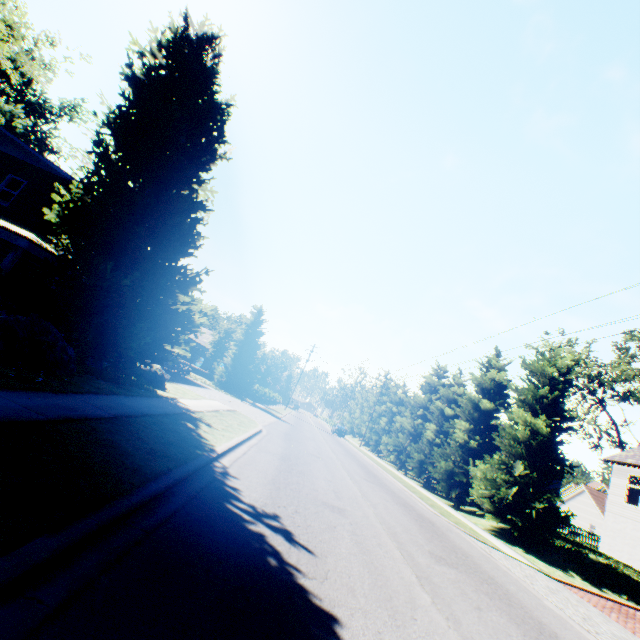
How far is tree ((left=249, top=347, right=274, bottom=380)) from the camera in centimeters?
4016cm

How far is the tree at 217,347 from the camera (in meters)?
40.41

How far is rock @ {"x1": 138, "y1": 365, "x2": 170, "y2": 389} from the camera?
13.74m

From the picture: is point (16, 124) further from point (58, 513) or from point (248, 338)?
point (58, 513)

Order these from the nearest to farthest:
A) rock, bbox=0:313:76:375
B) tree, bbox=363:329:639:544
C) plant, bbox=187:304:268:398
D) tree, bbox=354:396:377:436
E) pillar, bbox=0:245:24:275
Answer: rock, bbox=0:313:76:375, pillar, bbox=0:245:24:275, tree, bbox=363:329:639:544, plant, bbox=187:304:268:398, tree, bbox=354:396:377:436

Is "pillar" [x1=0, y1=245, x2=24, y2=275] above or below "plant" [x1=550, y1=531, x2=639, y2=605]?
above

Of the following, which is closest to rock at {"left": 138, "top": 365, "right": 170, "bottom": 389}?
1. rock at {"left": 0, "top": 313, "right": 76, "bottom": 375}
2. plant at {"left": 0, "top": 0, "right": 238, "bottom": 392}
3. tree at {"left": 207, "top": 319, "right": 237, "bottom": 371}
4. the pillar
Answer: plant at {"left": 0, "top": 0, "right": 238, "bottom": 392}

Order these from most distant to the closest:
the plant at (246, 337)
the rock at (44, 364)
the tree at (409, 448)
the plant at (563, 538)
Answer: the plant at (246, 337) → the tree at (409, 448) → the plant at (563, 538) → the rock at (44, 364)
